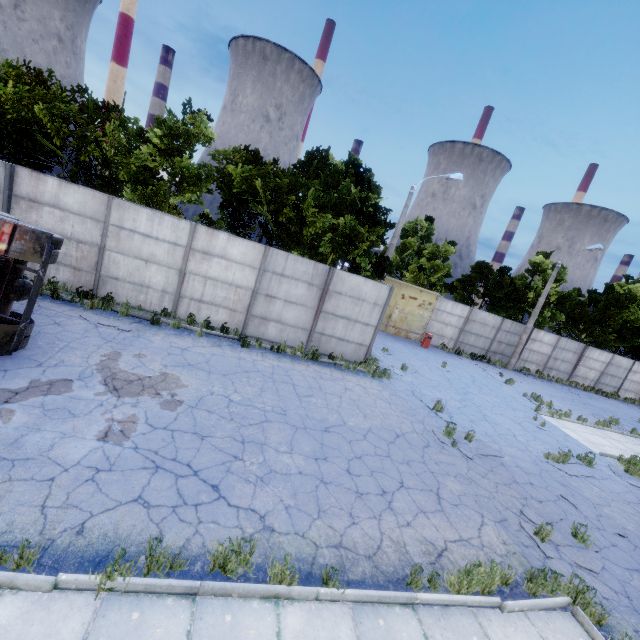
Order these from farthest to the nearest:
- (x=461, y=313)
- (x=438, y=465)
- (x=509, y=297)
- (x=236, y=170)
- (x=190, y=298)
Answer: (x=509, y=297), (x=461, y=313), (x=236, y=170), (x=190, y=298), (x=438, y=465)

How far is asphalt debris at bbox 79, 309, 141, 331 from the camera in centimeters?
991cm

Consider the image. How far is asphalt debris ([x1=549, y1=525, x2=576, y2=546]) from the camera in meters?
6.9

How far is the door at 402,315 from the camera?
23.14m

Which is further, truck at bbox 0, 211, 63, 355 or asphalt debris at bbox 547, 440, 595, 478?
asphalt debris at bbox 547, 440, 595, 478

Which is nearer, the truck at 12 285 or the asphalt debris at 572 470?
the truck at 12 285

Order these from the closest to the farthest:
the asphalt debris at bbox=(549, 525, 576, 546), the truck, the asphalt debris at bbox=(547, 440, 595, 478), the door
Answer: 1. the truck
2. the asphalt debris at bbox=(549, 525, 576, 546)
3. the asphalt debris at bbox=(547, 440, 595, 478)
4. the door

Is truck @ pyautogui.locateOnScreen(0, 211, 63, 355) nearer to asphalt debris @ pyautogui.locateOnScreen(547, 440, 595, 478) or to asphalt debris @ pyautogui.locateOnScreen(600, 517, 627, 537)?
asphalt debris @ pyautogui.locateOnScreen(600, 517, 627, 537)
